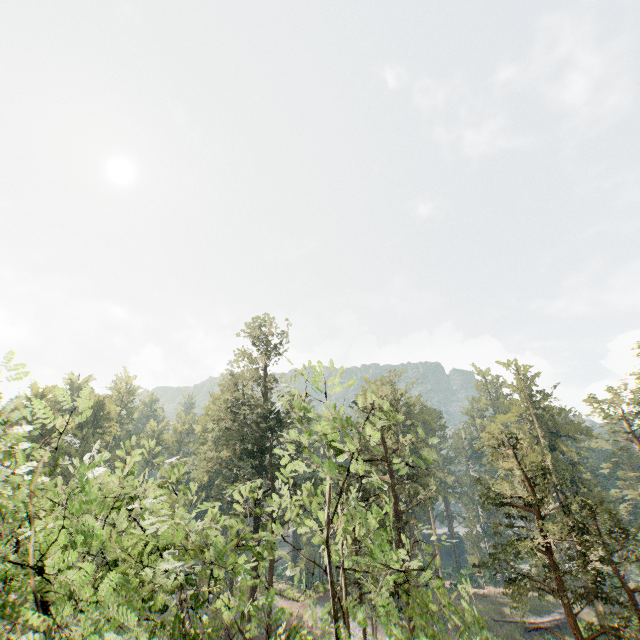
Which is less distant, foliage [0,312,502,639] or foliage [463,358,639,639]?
foliage [0,312,502,639]

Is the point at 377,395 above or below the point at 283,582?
above

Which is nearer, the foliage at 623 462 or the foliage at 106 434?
the foliage at 106 434
